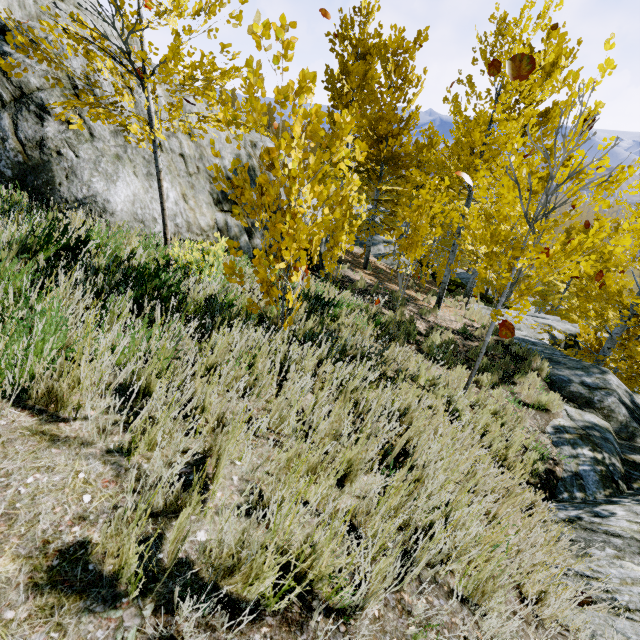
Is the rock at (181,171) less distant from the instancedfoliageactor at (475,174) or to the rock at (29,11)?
the instancedfoliageactor at (475,174)

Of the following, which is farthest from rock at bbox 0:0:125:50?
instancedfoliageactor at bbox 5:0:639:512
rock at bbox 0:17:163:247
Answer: rock at bbox 0:17:163:247

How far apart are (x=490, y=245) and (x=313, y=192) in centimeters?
267cm

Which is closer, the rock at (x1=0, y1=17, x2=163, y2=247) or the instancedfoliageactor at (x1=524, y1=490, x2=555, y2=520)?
the instancedfoliageactor at (x1=524, y1=490, x2=555, y2=520)

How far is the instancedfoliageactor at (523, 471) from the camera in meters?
3.5 m

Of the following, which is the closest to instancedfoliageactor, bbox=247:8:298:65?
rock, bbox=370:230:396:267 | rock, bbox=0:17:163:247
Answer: rock, bbox=370:230:396:267

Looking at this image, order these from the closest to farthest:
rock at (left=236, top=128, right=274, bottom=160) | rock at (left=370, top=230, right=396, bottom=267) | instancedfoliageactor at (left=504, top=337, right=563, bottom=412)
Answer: instancedfoliageactor at (left=504, top=337, right=563, bottom=412) < rock at (left=236, top=128, right=274, bottom=160) < rock at (left=370, top=230, right=396, bottom=267)

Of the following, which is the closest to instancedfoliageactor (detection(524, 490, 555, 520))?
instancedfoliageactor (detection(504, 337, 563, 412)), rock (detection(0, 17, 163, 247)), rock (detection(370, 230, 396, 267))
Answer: rock (detection(370, 230, 396, 267))
